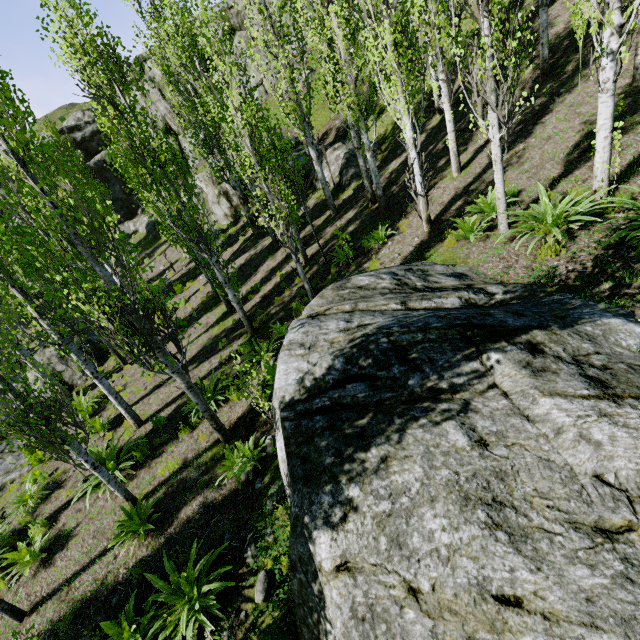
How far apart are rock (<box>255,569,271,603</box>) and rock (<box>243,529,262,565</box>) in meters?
0.3 m

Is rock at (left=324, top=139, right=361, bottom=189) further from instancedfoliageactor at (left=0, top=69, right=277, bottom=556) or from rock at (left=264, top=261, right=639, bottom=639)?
rock at (left=264, top=261, right=639, bottom=639)

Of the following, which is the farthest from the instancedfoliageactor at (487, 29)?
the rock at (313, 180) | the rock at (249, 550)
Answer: the rock at (249, 550)

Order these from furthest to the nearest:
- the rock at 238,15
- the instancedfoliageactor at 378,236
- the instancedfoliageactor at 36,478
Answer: the rock at 238,15 < the instancedfoliageactor at 378,236 < the instancedfoliageactor at 36,478

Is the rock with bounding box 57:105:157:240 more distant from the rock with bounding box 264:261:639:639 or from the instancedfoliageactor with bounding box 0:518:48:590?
the rock with bounding box 264:261:639:639

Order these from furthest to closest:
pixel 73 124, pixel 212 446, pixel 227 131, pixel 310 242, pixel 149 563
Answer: pixel 73 124
pixel 310 242
pixel 227 131
pixel 212 446
pixel 149 563

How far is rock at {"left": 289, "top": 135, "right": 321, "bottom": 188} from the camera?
17.9m

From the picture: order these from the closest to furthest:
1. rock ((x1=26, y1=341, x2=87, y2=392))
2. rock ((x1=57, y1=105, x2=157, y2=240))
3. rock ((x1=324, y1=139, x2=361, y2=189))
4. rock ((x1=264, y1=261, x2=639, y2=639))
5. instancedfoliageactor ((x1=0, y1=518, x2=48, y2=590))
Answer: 1. rock ((x1=264, y1=261, x2=639, y2=639))
2. instancedfoliageactor ((x1=0, y1=518, x2=48, y2=590))
3. rock ((x1=26, y1=341, x2=87, y2=392))
4. rock ((x1=324, y1=139, x2=361, y2=189))
5. rock ((x1=57, y1=105, x2=157, y2=240))
